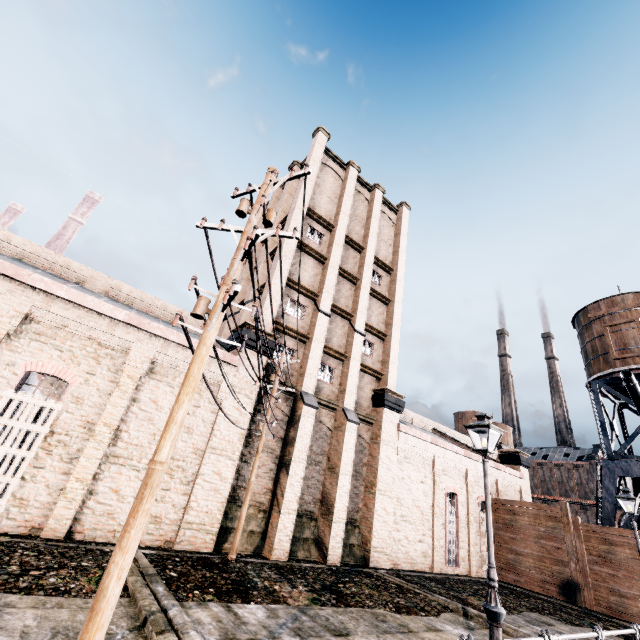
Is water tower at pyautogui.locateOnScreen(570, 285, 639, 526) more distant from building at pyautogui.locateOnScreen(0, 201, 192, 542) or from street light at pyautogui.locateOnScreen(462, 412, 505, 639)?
street light at pyautogui.locateOnScreen(462, 412, 505, 639)

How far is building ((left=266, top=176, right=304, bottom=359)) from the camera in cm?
2003

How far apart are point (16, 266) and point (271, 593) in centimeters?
1460cm

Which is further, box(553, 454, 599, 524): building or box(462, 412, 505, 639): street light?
box(553, 454, 599, 524): building

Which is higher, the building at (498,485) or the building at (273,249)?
the building at (273,249)

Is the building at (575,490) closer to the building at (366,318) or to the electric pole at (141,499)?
the building at (366,318)

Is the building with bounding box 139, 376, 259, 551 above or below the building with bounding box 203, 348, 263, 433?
below
